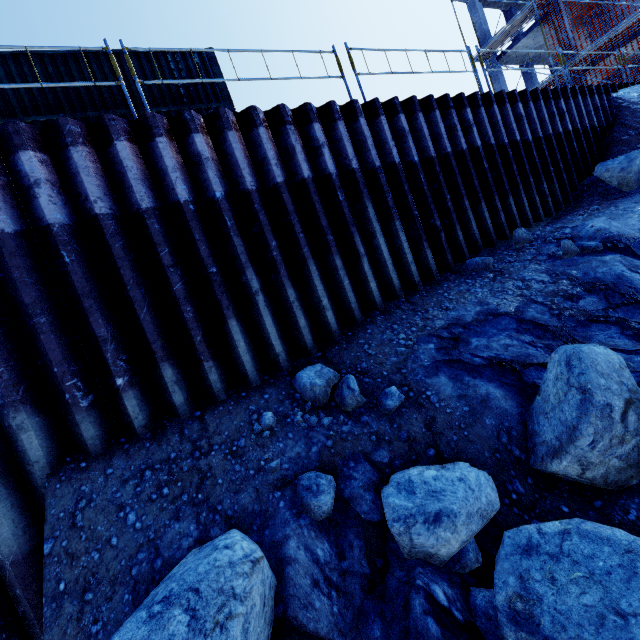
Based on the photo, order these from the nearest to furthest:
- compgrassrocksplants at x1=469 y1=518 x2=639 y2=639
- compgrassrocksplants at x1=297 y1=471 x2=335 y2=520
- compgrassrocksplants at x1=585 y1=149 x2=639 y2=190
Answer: compgrassrocksplants at x1=469 y1=518 x2=639 y2=639
compgrassrocksplants at x1=297 y1=471 x2=335 y2=520
compgrassrocksplants at x1=585 y1=149 x2=639 y2=190

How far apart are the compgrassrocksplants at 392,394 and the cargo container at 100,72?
9.6 meters

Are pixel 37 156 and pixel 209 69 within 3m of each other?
no

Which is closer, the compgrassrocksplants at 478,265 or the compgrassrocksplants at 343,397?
the compgrassrocksplants at 343,397

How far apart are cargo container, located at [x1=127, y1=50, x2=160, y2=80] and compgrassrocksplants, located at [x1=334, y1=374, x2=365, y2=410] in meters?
8.6

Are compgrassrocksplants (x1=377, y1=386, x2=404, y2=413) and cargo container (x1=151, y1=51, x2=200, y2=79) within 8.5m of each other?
no

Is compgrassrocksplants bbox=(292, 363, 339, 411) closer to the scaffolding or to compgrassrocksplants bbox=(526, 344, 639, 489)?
compgrassrocksplants bbox=(526, 344, 639, 489)

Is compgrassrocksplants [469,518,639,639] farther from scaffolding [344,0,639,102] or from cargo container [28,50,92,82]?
cargo container [28,50,92,82]
